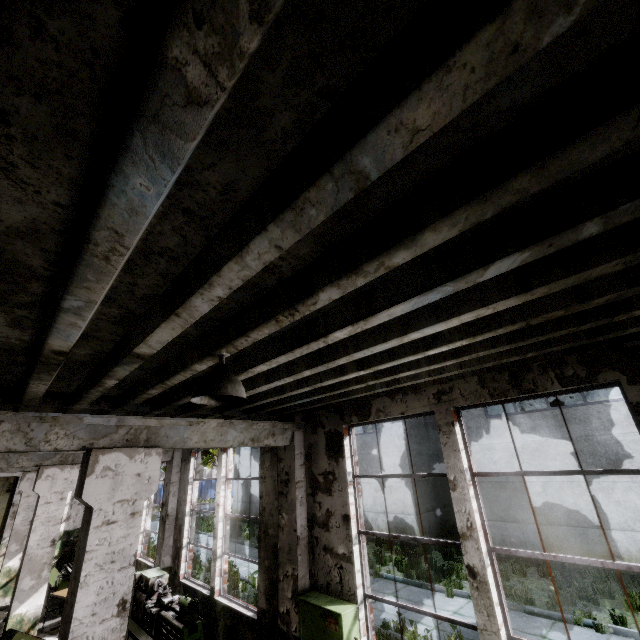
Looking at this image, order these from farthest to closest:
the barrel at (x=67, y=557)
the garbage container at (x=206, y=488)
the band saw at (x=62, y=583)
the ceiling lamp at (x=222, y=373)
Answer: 1. the garbage container at (x=206, y=488)
2. the barrel at (x=67, y=557)
3. the band saw at (x=62, y=583)
4. the ceiling lamp at (x=222, y=373)

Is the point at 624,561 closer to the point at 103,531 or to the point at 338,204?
the point at 103,531

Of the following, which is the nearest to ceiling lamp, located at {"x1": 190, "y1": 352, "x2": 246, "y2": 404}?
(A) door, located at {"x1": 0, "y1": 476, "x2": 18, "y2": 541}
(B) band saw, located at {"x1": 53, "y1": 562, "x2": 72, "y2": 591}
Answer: (B) band saw, located at {"x1": 53, "y1": 562, "x2": 72, "y2": 591}

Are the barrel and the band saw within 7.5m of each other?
yes

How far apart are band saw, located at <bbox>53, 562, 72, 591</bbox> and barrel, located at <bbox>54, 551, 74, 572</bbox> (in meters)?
3.52

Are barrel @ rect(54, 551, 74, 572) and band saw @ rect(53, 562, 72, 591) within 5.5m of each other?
yes

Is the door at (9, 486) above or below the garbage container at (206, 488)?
above

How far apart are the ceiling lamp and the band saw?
11.4 meters
